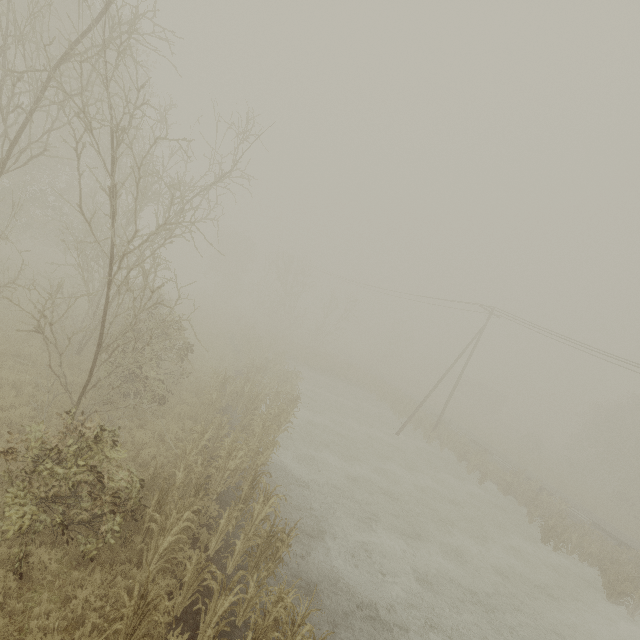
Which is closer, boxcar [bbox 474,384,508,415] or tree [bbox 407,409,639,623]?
tree [bbox 407,409,639,623]

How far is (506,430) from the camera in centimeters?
5256cm

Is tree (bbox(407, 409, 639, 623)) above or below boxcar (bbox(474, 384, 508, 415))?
below

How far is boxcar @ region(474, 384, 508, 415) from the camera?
57.34m

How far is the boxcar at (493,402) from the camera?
57.3m

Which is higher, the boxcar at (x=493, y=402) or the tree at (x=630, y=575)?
the boxcar at (x=493, y=402)
